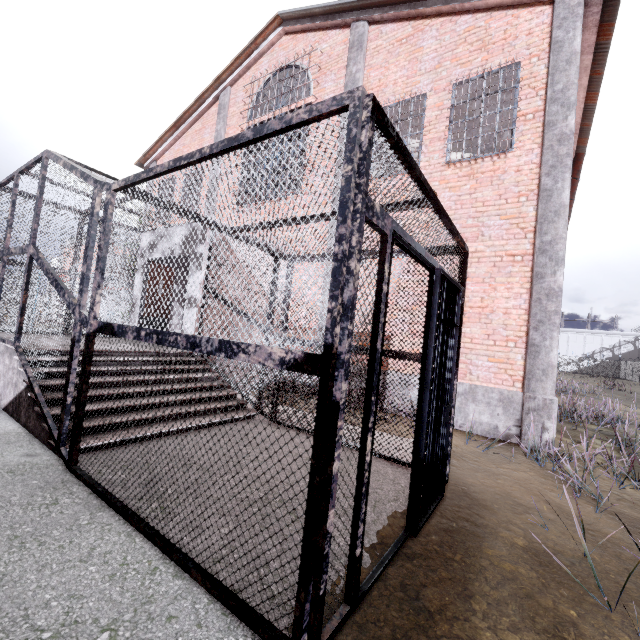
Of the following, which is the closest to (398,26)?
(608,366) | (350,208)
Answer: (350,208)

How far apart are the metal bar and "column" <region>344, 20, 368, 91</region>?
5.1 meters

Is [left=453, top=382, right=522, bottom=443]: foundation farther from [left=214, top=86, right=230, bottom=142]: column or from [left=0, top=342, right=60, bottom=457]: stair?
[left=214, top=86, right=230, bottom=142]: column

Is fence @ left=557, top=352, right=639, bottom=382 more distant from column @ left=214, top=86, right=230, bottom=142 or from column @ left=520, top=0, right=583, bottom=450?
column @ left=520, top=0, right=583, bottom=450

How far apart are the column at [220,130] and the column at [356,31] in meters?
5.3 m

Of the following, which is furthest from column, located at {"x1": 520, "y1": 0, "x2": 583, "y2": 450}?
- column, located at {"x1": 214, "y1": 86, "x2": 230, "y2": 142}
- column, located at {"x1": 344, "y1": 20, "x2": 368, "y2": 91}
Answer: column, located at {"x1": 214, "y1": 86, "x2": 230, "y2": 142}

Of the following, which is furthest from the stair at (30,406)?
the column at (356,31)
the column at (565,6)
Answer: the column at (565,6)

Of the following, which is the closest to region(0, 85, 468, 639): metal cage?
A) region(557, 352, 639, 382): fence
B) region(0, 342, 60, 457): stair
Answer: region(0, 342, 60, 457): stair
